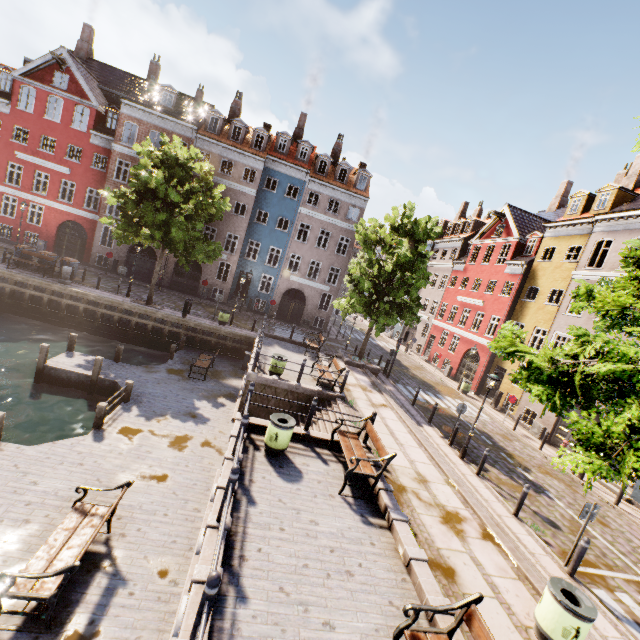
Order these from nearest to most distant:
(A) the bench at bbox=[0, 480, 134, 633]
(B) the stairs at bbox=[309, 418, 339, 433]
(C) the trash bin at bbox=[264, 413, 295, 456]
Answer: (A) the bench at bbox=[0, 480, 134, 633] < (C) the trash bin at bbox=[264, 413, 295, 456] < (B) the stairs at bbox=[309, 418, 339, 433]

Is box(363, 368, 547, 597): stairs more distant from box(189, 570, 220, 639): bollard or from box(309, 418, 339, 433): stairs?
box(189, 570, 220, 639): bollard

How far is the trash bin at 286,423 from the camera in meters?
8.5 m

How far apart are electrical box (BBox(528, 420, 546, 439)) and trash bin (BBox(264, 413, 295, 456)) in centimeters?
1771cm

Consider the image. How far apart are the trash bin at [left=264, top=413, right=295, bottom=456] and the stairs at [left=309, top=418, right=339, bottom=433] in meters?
1.8 m

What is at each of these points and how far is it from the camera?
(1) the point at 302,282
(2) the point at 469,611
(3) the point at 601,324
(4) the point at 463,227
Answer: (1) building, 30.9 meters
(2) bench, 4.6 meters
(3) tree, 7.1 meters
(4) building, 35.7 meters

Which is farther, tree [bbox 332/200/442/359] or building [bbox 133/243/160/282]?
building [bbox 133/243/160/282]

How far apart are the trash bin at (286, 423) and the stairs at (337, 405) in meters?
1.8
